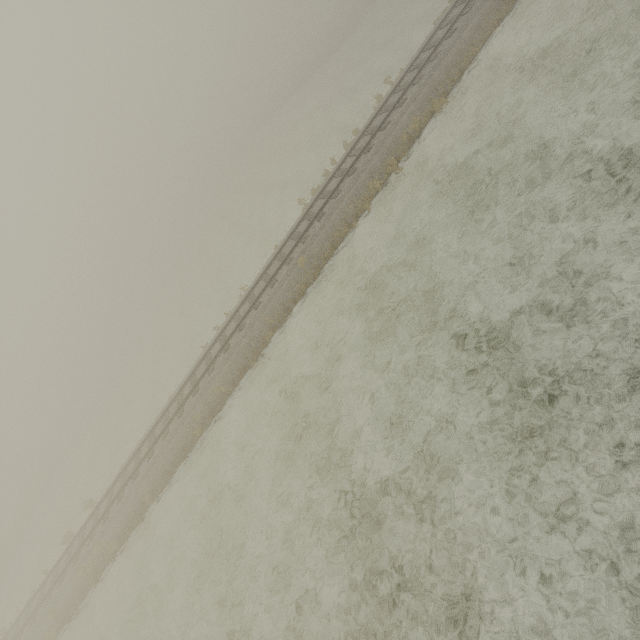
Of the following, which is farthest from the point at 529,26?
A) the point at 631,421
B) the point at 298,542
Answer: the point at 298,542
